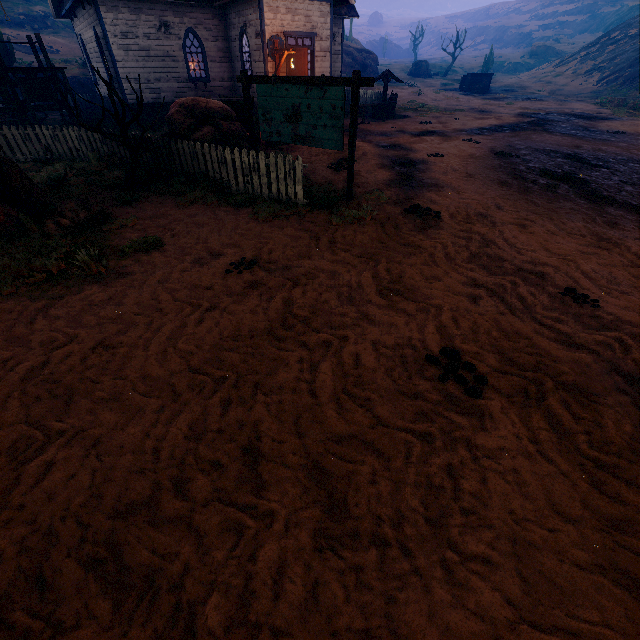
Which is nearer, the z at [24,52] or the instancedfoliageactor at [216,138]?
the instancedfoliageactor at [216,138]

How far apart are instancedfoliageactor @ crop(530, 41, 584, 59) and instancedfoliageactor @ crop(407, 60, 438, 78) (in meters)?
25.77

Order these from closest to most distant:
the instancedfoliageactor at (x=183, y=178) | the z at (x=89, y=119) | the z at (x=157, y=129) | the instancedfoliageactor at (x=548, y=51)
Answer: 1. the instancedfoliageactor at (x=183, y=178)
2. the z at (x=157, y=129)
3. the z at (x=89, y=119)
4. the instancedfoliageactor at (x=548, y=51)

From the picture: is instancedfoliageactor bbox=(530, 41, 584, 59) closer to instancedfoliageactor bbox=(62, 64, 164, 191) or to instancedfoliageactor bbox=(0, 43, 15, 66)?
instancedfoliageactor bbox=(62, 64, 164, 191)

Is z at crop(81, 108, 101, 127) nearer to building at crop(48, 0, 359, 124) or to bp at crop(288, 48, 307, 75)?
building at crop(48, 0, 359, 124)

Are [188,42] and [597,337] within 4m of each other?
no

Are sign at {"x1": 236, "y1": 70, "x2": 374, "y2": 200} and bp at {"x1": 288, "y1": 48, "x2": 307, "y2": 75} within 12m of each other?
yes

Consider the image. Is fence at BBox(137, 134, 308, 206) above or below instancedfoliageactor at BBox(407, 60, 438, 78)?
below
